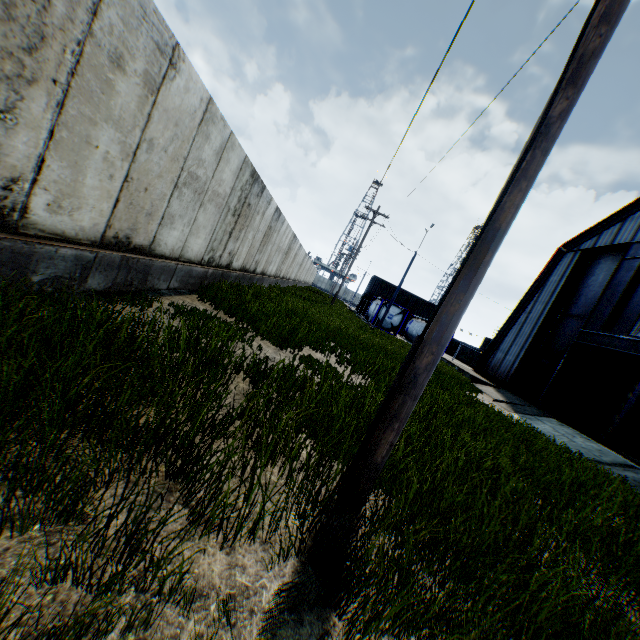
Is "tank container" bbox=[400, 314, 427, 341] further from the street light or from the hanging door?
the street light

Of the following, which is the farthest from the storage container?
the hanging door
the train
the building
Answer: the hanging door

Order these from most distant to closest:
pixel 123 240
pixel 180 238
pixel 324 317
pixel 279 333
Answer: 1. pixel 324 317
2. pixel 279 333
3. pixel 180 238
4. pixel 123 240

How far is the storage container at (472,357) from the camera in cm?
4672

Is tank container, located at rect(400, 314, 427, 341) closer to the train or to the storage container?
the train

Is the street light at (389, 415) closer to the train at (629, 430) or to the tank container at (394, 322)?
the train at (629, 430)

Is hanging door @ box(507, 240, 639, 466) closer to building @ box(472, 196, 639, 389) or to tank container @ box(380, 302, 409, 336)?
building @ box(472, 196, 639, 389)

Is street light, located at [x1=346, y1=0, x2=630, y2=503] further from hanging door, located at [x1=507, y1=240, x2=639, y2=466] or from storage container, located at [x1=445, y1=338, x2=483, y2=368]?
storage container, located at [x1=445, y1=338, x2=483, y2=368]
